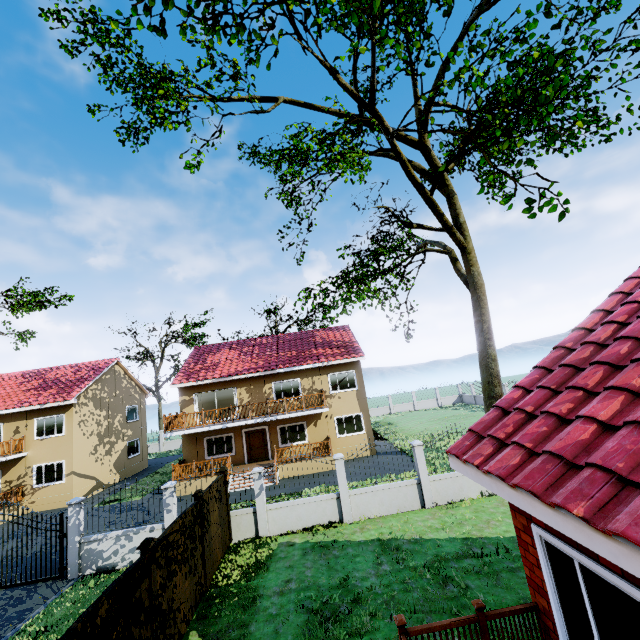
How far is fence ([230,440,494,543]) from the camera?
11.9m

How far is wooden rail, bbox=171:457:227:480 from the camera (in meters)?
19.59

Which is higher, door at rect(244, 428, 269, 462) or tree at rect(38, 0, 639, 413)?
tree at rect(38, 0, 639, 413)

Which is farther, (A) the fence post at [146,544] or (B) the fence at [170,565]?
(A) the fence post at [146,544]

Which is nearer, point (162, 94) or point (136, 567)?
point (136, 567)

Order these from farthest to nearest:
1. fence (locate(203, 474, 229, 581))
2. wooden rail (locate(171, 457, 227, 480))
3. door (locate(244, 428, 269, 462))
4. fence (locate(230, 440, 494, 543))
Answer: door (locate(244, 428, 269, 462)) → wooden rail (locate(171, 457, 227, 480)) → fence (locate(230, 440, 494, 543)) → fence (locate(203, 474, 229, 581))

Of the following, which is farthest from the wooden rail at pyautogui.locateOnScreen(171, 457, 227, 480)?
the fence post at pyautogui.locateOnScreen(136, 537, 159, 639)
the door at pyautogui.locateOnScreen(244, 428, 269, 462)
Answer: the fence post at pyautogui.locateOnScreen(136, 537, 159, 639)

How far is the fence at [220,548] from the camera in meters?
9.6 m
